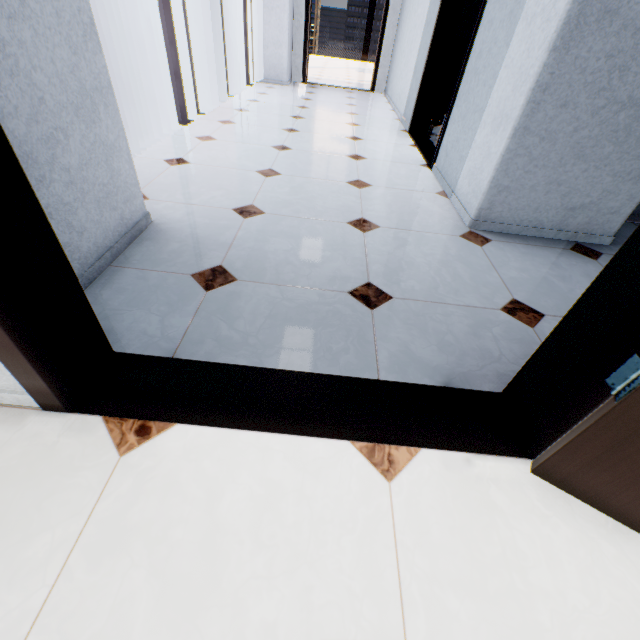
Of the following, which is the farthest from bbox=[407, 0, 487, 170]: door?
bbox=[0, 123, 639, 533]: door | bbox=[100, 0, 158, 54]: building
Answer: bbox=[100, 0, 158, 54]: building

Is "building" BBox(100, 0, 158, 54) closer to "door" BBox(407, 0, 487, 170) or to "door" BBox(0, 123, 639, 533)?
"door" BBox(407, 0, 487, 170)

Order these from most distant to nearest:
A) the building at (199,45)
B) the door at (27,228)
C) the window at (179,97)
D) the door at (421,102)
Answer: the building at (199,45) → the window at (179,97) → the door at (421,102) → the door at (27,228)

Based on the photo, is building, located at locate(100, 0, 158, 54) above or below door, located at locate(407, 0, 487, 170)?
below

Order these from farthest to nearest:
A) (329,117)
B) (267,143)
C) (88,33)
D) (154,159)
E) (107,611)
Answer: (329,117) < (267,143) < (154,159) < (88,33) < (107,611)

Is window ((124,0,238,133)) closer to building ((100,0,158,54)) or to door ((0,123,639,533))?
door ((0,123,639,533))

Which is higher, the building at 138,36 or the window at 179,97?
the window at 179,97
